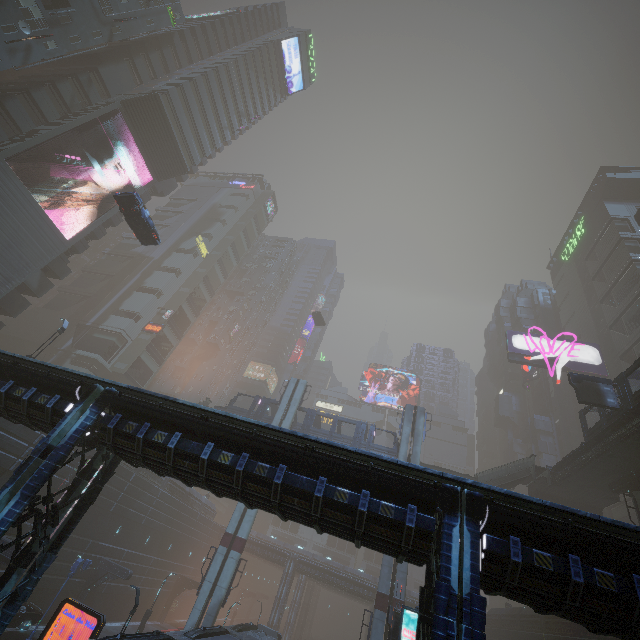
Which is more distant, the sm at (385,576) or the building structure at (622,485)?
the building structure at (622,485)

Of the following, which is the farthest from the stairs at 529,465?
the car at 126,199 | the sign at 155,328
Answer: the sign at 155,328

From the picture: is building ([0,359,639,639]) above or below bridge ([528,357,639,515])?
below

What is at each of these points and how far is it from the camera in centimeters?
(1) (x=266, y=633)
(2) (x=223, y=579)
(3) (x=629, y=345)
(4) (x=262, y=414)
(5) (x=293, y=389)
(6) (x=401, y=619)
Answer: (1) train, 3045cm
(2) sm, 2709cm
(3) building, 4562cm
(4) bridge, 3828cm
(5) sm, 3866cm
(6) sign, 1383cm

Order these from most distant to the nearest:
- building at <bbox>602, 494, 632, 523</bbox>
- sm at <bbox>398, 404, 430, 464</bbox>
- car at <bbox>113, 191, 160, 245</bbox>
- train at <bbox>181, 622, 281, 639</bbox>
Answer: building at <bbox>602, 494, 632, 523</bbox> < sm at <bbox>398, 404, 430, 464</bbox> < car at <bbox>113, 191, 160, 245</bbox> < train at <bbox>181, 622, 281, 639</bbox>

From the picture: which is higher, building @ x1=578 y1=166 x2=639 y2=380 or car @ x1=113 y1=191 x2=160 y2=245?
building @ x1=578 y1=166 x2=639 y2=380

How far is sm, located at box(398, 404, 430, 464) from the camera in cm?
3238

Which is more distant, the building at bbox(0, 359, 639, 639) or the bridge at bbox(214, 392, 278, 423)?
the bridge at bbox(214, 392, 278, 423)
